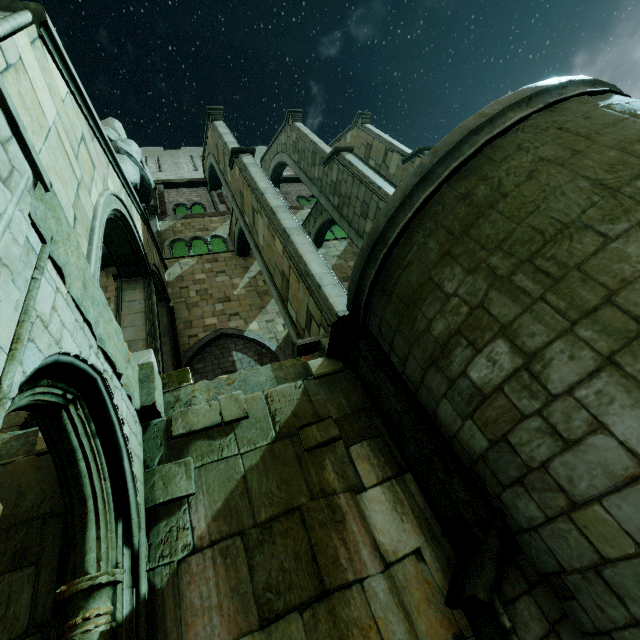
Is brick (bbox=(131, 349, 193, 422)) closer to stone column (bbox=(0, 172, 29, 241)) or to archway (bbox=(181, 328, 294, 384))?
stone column (bbox=(0, 172, 29, 241))

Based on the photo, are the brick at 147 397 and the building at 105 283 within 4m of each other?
no

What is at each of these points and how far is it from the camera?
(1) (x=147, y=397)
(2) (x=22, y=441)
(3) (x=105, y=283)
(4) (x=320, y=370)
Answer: (1) brick, 4.53m
(2) brick, 4.42m
(3) building, 14.26m
(4) brick, 5.61m

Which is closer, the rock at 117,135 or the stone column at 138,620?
the stone column at 138,620

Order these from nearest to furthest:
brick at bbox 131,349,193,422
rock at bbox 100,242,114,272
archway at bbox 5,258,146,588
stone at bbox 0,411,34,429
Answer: archway at bbox 5,258,146,588 → brick at bbox 131,349,193,422 → stone at bbox 0,411,34,429 → rock at bbox 100,242,114,272

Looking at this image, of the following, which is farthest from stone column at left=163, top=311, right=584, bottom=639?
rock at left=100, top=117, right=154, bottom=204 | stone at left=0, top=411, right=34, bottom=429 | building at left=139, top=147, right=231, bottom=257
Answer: stone at left=0, top=411, right=34, bottom=429

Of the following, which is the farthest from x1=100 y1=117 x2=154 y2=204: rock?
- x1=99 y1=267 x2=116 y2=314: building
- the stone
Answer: the stone

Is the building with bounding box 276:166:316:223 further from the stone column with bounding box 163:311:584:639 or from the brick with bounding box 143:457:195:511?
the brick with bounding box 143:457:195:511
